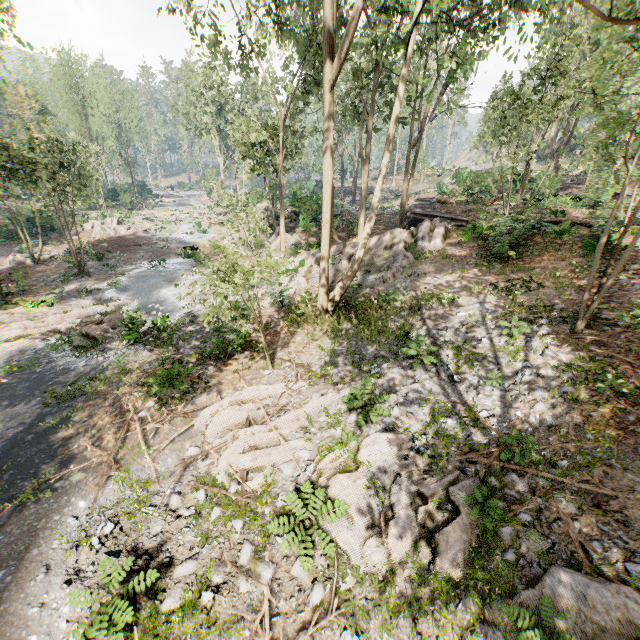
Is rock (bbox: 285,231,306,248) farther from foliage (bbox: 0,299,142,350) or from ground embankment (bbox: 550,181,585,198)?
ground embankment (bbox: 550,181,585,198)

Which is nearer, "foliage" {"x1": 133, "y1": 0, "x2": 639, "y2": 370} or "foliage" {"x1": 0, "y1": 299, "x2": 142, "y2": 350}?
"foliage" {"x1": 133, "y1": 0, "x2": 639, "y2": 370}

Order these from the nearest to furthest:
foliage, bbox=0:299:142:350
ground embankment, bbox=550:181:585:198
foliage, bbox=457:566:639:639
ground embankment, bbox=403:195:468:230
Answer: foliage, bbox=457:566:639:639 < foliage, bbox=0:299:142:350 < ground embankment, bbox=403:195:468:230 < ground embankment, bbox=550:181:585:198

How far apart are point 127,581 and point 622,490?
10.0 meters

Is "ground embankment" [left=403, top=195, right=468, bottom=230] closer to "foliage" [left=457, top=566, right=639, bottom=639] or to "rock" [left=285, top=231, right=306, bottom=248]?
"foliage" [left=457, top=566, right=639, bottom=639]

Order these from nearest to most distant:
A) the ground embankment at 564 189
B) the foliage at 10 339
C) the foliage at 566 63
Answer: the foliage at 566 63
the foliage at 10 339
the ground embankment at 564 189

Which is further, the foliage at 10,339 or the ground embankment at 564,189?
the ground embankment at 564,189

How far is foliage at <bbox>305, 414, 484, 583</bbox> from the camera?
6.4m
